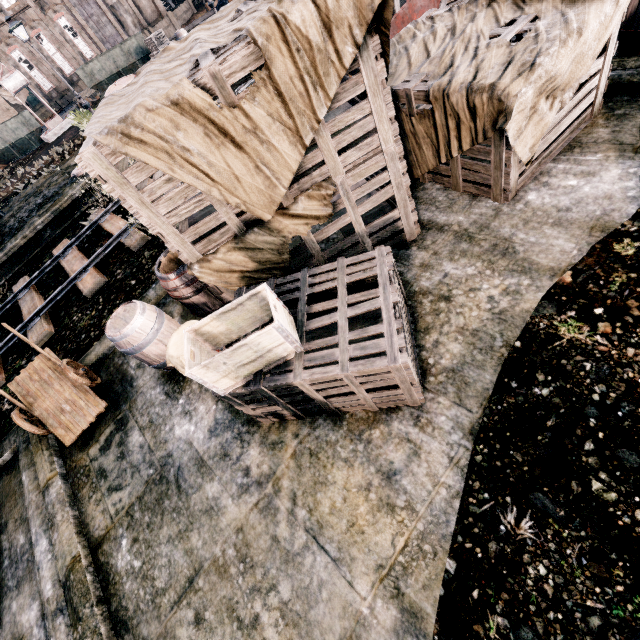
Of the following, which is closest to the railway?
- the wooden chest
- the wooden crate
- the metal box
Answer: the wooden chest

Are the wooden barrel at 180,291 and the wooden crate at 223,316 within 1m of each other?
no

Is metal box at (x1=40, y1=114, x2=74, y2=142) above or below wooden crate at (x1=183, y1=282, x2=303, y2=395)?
below

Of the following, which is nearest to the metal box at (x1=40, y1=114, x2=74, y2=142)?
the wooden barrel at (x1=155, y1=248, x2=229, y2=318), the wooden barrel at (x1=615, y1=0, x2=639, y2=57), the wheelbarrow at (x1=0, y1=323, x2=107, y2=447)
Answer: the wheelbarrow at (x1=0, y1=323, x2=107, y2=447)

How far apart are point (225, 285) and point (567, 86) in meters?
5.7

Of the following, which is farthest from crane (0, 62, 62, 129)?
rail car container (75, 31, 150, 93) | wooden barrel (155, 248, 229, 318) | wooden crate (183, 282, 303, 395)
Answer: wooden crate (183, 282, 303, 395)

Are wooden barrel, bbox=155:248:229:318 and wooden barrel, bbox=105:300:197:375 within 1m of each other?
yes

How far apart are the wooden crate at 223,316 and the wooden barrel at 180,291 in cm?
178
